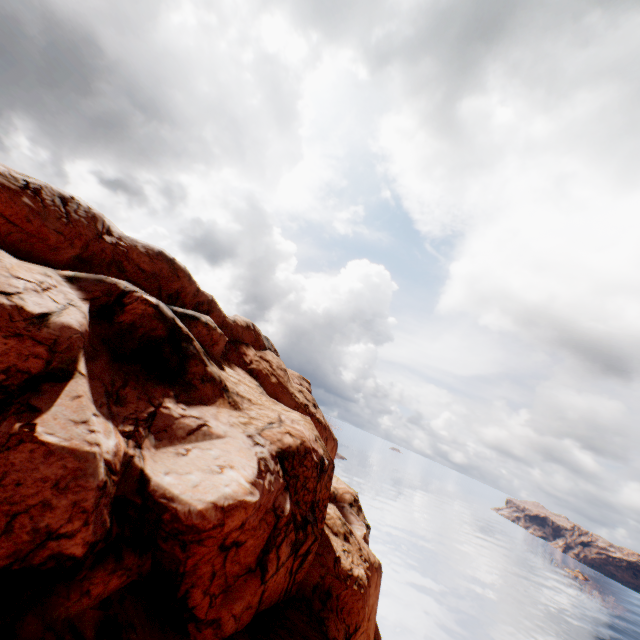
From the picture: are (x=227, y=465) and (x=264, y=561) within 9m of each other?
yes
